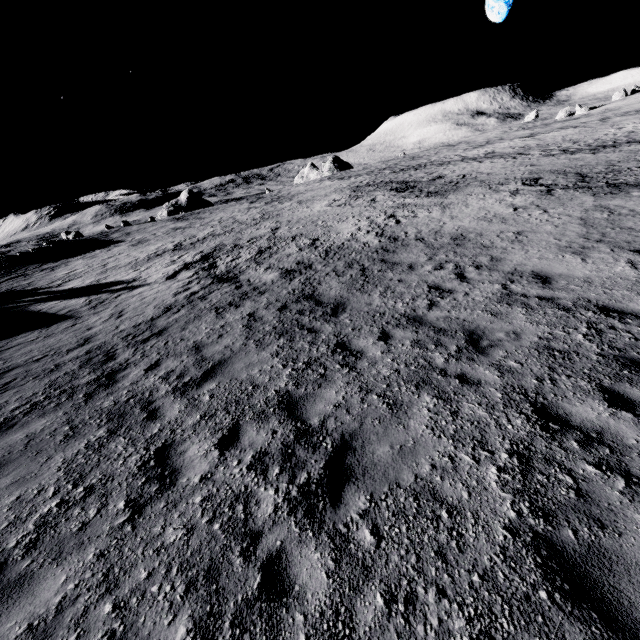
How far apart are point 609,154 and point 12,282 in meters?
51.5
